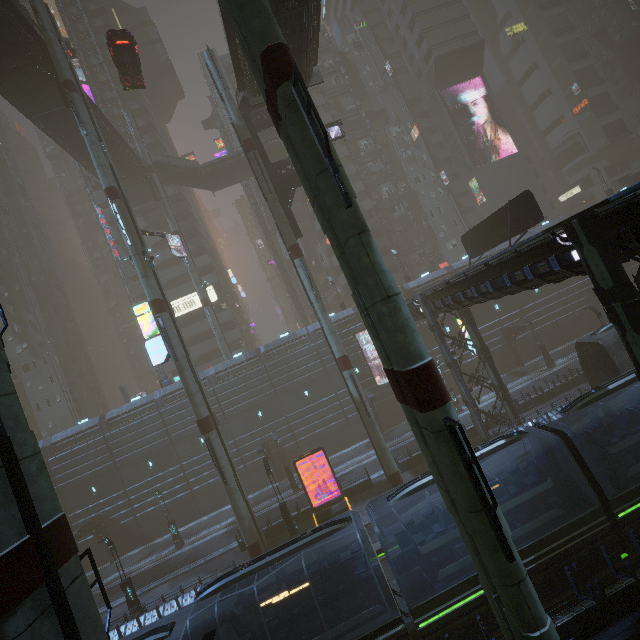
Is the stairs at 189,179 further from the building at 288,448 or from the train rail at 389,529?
the train rail at 389,529

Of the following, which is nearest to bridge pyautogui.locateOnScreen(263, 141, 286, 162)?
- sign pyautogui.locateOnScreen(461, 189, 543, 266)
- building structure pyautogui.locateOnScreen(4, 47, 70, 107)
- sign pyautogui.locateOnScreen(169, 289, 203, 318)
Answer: building structure pyautogui.locateOnScreen(4, 47, 70, 107)

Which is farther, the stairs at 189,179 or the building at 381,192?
the building at 381,192

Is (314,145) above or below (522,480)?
above

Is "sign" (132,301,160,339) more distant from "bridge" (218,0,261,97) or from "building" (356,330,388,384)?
"bridge" (218,0,261,97)

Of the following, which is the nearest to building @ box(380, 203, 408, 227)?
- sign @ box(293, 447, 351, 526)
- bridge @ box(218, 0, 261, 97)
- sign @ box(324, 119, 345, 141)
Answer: bridge @ box(218, 0, 261, 97)

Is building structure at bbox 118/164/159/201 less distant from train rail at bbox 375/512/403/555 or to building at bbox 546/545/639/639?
building at bbox 546/545/639/639

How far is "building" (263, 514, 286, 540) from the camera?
23.6 meters
